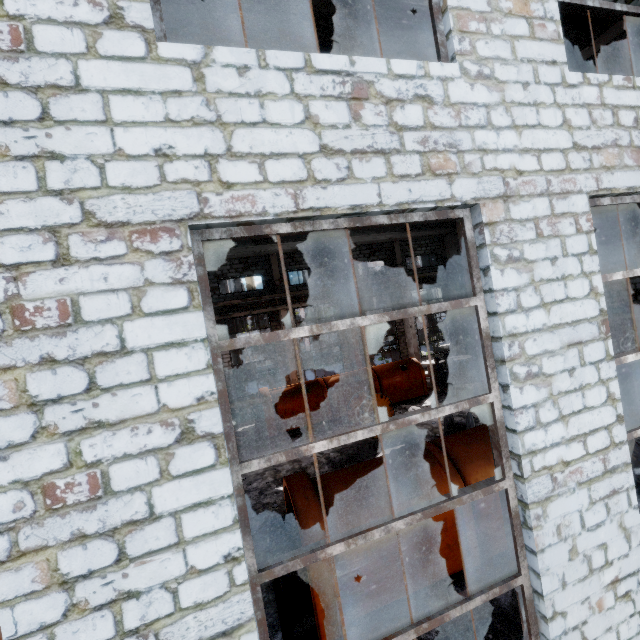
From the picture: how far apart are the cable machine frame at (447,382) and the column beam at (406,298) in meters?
3.1

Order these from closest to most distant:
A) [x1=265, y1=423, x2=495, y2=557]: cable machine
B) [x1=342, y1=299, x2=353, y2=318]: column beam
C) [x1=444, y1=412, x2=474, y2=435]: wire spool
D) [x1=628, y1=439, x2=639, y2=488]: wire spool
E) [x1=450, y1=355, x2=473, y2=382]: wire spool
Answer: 1. [x1=265, y1=423, x2=495, y2=557]: cable machine
2. [x1=628, y1=439, x2=639, y2=488]: wire spool
3. [x1=444, y1=412, x2=474, y2=435]: wire spool
4. [x1=450, y1=355, x2=473, y2=382]: wire spool
5. [x1=342, y1=299, x2=353, y2=318]: column beam

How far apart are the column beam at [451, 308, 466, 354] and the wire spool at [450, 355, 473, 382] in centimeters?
247cm

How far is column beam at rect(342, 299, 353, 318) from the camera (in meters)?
21.42

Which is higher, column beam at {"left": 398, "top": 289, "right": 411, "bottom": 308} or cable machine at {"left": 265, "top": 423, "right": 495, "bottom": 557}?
column beam at {"left": 398, "top": 289, "right": 411, "bottom": 308}

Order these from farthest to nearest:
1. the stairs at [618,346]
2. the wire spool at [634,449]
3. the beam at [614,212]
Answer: the stairs at [618,346]
the wire spool at [634,449]
the beam at [614,212]

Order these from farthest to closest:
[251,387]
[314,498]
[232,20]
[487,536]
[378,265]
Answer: [378,265] → [251,387] → [487,536] → [314,498] → [232,20]

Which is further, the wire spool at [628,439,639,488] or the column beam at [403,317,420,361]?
the column beam at [403,317,420,361]
